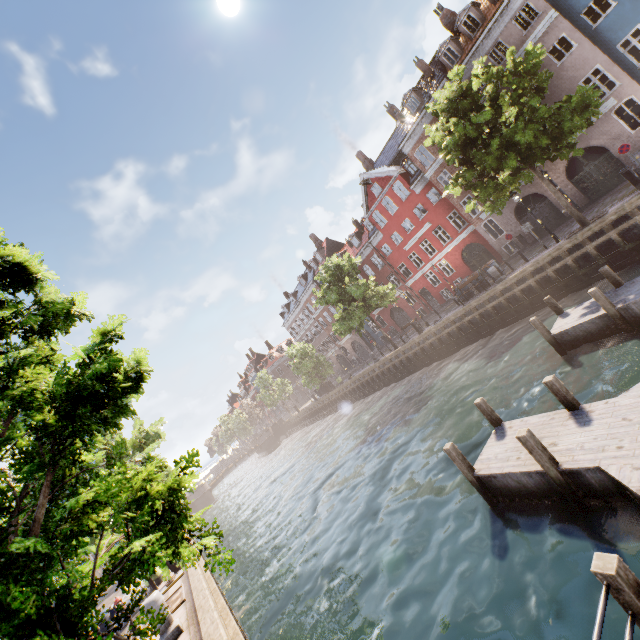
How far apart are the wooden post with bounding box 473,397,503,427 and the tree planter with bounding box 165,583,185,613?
10.3 meters

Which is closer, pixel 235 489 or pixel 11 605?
pixel 11 605

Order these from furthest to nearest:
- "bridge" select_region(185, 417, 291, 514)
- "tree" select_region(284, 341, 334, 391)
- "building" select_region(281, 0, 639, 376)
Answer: "bridge" select_region(185, 417, 291, 514)
"tree" select_region(284, 341, 334, 391)
"building" select_region(281, 0, 639, 376)

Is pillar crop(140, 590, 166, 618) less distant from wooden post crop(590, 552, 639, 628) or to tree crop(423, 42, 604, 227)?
tree crop(423, 42, 604, 227)

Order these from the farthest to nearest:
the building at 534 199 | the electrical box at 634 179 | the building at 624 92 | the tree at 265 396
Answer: the tree at 265 396 → the building at 534 199 → the building at 624 92 → the electrical box at 634 179

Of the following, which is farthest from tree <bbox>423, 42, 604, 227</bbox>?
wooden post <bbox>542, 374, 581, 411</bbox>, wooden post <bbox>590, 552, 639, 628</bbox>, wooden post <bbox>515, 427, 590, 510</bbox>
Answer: wooden post <bbox>542, 374, 581, 411</bbox>

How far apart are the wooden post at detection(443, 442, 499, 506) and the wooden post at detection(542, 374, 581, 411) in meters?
2.6 m

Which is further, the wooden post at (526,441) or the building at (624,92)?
the building at (624,92)
